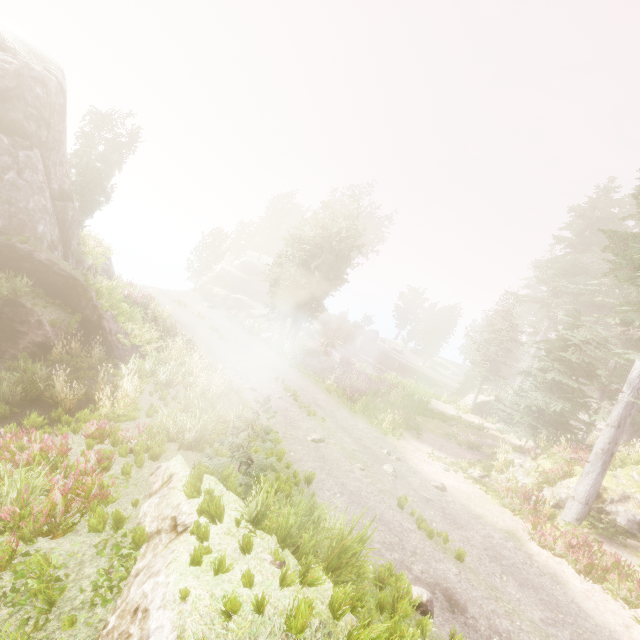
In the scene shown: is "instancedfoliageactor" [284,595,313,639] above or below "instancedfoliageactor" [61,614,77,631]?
above

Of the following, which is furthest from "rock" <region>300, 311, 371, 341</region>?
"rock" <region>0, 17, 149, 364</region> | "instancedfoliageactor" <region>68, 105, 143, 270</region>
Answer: "rock" <region>0, 17, 149, 364</region>

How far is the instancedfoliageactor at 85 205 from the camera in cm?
2331

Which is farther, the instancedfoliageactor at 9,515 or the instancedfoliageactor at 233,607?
the instancedfoliageactor at 9,515

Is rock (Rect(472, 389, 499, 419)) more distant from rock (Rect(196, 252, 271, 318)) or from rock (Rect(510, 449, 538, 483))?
rock (Rect(196, 252, 271, 318))

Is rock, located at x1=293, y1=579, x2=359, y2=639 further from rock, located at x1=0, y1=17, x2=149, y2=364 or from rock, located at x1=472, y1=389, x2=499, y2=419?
rock, located at x1=472, y1=389, x2=499, y2=419

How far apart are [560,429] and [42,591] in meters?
20.3

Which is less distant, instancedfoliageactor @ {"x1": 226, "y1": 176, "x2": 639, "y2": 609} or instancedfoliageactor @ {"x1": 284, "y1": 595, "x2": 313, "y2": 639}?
instancedfoliageactor @ {"x1": 284, "y1": 595, "x2": 313, "y2": 639}
